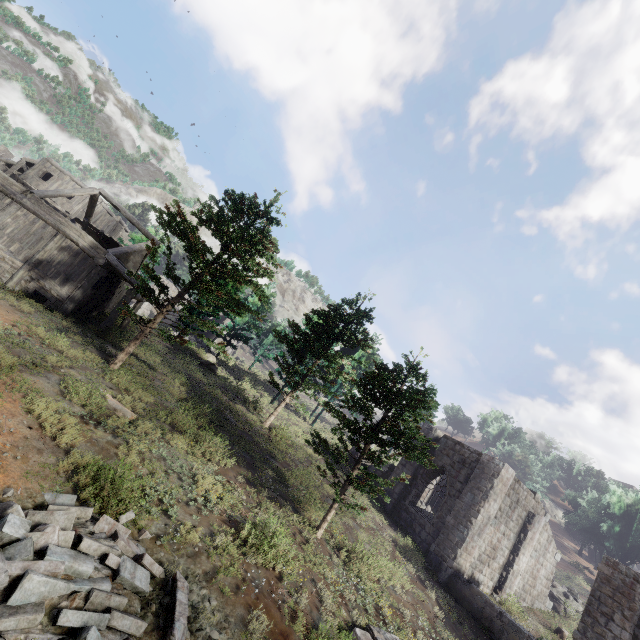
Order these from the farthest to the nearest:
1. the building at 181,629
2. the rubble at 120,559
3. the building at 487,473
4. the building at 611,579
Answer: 1. the building at 487,473
2. the building at 611,579
3. the building at 181,629
4. the rubble at 120,559

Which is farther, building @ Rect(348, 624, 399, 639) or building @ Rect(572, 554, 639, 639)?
building @ Rect(572, 554, 639, 639)

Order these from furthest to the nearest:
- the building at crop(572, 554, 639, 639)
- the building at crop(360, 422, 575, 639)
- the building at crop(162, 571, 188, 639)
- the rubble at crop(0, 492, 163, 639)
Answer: the building at crop(360, 422, 575, 639), the building at crop(572, 554, 639, 639), the building at crop(162, 571, 188, 639), the rubble at crop(0, 492, 163, 639)

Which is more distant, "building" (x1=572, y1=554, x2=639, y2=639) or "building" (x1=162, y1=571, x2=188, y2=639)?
"building" (x1=572, y1=554, x2=639, y2=639)

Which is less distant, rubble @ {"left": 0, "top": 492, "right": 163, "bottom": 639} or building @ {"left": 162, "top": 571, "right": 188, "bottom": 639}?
rubble @ {"left": 0, "top": 492, "right": 163, "bottom": 639}

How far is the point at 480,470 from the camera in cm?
1798

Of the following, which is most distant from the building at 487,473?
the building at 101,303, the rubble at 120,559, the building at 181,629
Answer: the building at 181,629

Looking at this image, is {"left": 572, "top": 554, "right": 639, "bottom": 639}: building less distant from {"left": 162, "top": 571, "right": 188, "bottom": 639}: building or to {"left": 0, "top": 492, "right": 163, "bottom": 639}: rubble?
{"left": 0, "top": 492, "right": 163, "bottom": 639}: rubble
